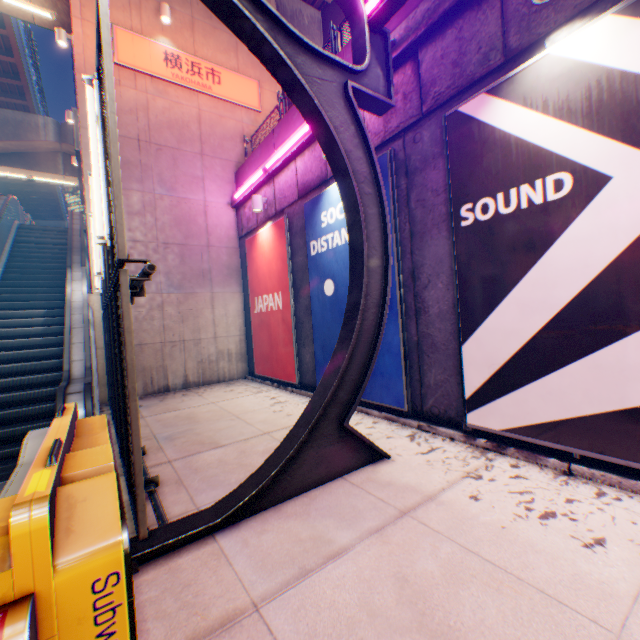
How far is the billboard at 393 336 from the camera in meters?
5.3

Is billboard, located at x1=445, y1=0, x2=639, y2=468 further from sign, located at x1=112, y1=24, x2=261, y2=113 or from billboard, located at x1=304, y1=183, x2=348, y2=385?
sign, located at x1=112, y1=24, x2=261, y2=113

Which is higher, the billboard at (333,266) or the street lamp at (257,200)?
the street lamp at (257,200)

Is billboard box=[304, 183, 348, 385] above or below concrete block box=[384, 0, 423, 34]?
below

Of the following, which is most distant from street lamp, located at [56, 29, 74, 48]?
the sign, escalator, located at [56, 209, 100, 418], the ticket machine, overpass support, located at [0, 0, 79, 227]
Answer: the ticket machine

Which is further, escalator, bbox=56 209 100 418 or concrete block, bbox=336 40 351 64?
concrete block, bbox=336 40 351 64

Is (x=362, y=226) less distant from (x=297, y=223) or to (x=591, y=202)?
(x=591, y=202)

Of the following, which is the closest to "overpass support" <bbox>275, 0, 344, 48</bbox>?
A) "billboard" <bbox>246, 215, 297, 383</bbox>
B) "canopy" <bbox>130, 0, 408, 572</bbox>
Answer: "canopy" <bbox>130, 0, 408, 572</bbox>
